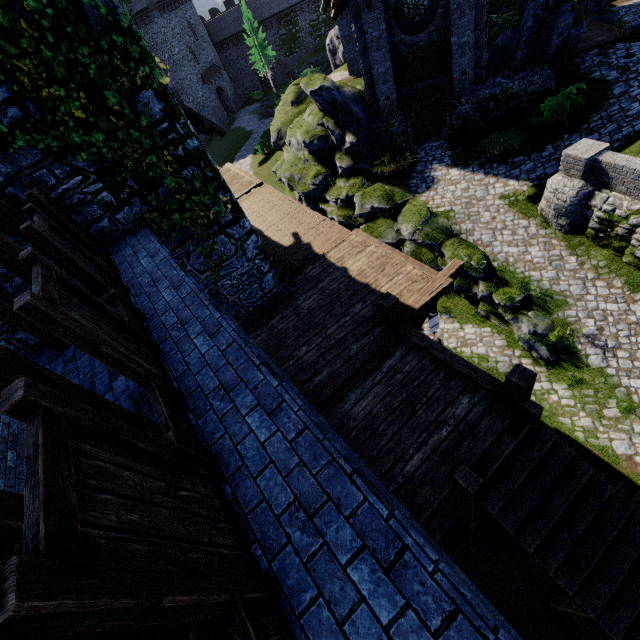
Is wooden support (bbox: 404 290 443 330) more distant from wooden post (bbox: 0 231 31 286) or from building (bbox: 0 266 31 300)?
wooden post (bbox: 0 231 31 286)

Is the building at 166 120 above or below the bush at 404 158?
above

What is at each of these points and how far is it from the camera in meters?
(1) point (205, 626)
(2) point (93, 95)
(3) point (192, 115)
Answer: (1) wooden post, 2.5 m
(2) building, 5.7 m
(3) awning, 8.4 m

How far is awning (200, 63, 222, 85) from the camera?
44.53m

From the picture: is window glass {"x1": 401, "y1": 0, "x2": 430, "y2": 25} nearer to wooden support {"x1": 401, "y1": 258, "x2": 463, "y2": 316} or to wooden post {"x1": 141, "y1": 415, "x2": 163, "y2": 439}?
wooden support {"x1": 401, "y1": 258, "x2": 463, "y2": 316}

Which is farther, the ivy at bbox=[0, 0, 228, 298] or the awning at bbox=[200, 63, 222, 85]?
the awning at bbox=[200, 63, 222, 85]

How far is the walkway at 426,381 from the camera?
5.89m

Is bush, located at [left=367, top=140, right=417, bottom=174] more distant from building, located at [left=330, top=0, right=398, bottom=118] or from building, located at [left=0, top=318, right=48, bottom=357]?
building, located at [left=0, top=318, right=48, bottom=357]
